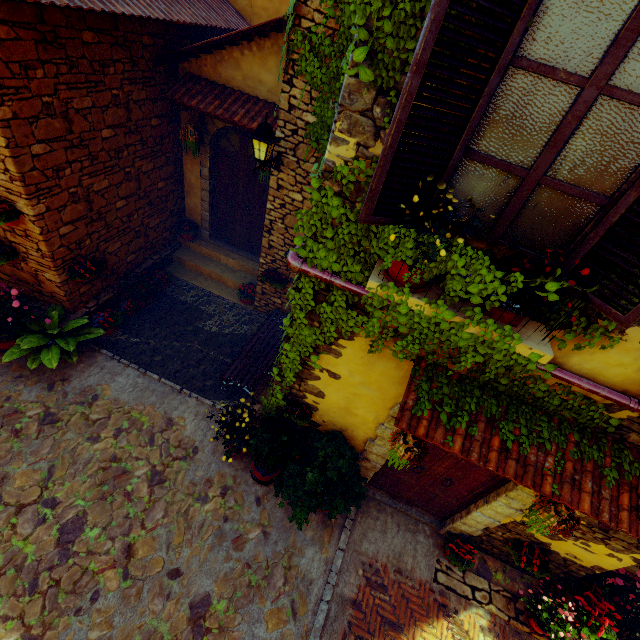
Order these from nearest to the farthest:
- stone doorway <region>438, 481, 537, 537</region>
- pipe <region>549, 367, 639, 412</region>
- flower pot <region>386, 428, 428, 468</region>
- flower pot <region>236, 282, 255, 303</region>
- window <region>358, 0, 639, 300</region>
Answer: window <region>358, 0, 639, 300</region>
pipe <region>549, 367, 639, 412</region>
flower pot <region>386, 428, 428, 468</region>
stone doorway <region>438, 481, 537, 537</region>
flower pot <region>236, 282, 255, 303</region>

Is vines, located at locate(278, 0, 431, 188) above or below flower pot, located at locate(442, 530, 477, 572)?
above

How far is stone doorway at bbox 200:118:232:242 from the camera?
6.7m

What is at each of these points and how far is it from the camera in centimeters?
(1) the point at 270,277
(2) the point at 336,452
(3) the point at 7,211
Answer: (1) flower pot, 682cm
(2) potted tree, 454cm
(3) flower pot, 464cm

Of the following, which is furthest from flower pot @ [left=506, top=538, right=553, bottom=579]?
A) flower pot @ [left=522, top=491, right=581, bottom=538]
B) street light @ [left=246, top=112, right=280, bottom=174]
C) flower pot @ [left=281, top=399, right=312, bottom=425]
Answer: street light @ [left=246, top=112, right=280, bottom=174]

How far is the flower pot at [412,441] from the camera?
3.5 meters

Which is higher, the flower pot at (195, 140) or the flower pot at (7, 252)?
the flower pot at (195, 140)

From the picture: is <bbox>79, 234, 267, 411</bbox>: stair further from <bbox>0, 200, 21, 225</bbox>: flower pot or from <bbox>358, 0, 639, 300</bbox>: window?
<bbox>358, 0, 639, 300</bbox>: window
